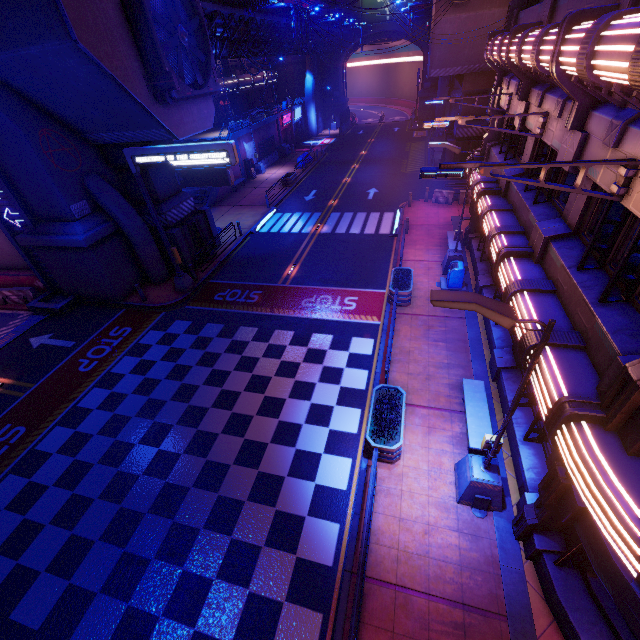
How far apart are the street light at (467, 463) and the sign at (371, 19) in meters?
58.1 m

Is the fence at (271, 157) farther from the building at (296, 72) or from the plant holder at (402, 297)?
the plant holder at (402, 297)

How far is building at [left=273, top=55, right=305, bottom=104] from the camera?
50.75m

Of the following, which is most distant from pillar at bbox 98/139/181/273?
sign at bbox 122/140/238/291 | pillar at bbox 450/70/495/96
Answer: pillar at bbox 450/70/495/96

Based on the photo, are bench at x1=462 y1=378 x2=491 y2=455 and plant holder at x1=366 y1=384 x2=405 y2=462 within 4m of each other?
yes

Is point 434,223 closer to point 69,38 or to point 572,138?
point 572,138

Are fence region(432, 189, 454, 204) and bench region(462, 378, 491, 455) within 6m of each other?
no

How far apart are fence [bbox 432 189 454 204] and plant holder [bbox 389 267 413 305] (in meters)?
11.22
